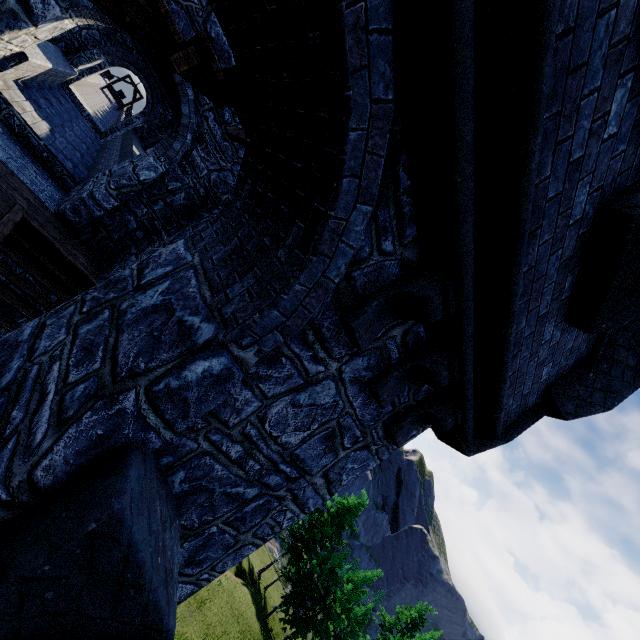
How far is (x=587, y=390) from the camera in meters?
4.4 m
